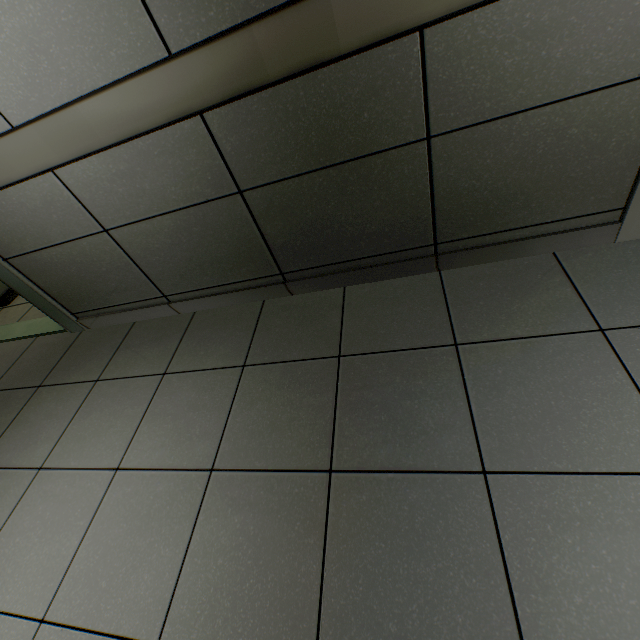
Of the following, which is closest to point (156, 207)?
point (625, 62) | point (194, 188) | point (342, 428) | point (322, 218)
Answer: point (194, 188)

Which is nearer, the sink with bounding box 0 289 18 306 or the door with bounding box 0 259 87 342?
the door with bounding box 0 259 87 342

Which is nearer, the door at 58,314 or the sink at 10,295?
the door at 58,314
